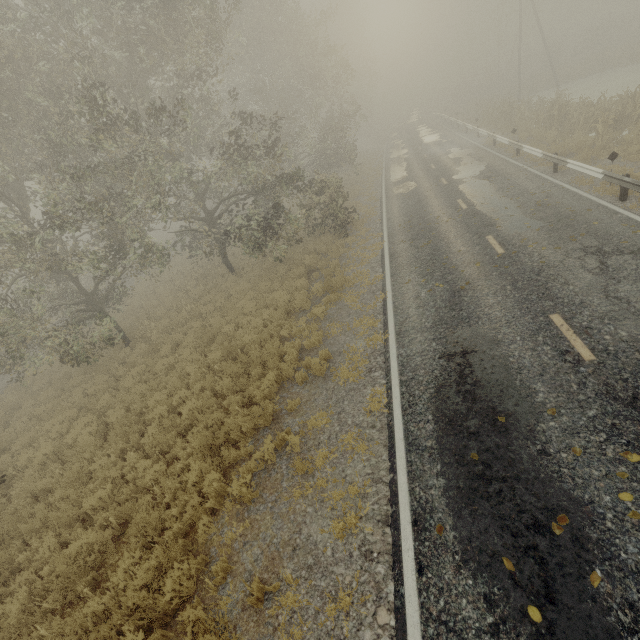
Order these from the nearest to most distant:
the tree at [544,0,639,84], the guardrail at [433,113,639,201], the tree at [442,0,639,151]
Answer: the guardrail at [433,113,639,201] < the tree at [442,0,639,151] < the tree at [544,0,639,84]

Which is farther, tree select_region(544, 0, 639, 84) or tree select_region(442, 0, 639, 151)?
tree select_region(544, 0, 639, 84)

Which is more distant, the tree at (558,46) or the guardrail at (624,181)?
the tree at (558,46)

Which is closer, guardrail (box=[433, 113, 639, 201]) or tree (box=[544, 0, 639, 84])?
guardrail (box=[433, 113, 639, 201])

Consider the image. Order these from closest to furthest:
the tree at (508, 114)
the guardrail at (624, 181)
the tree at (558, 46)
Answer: the guardrail at (624, 181) < the tree at (508, 114) < the tree at (558, 46)

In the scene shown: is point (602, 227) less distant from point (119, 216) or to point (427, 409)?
point (427, 409)
